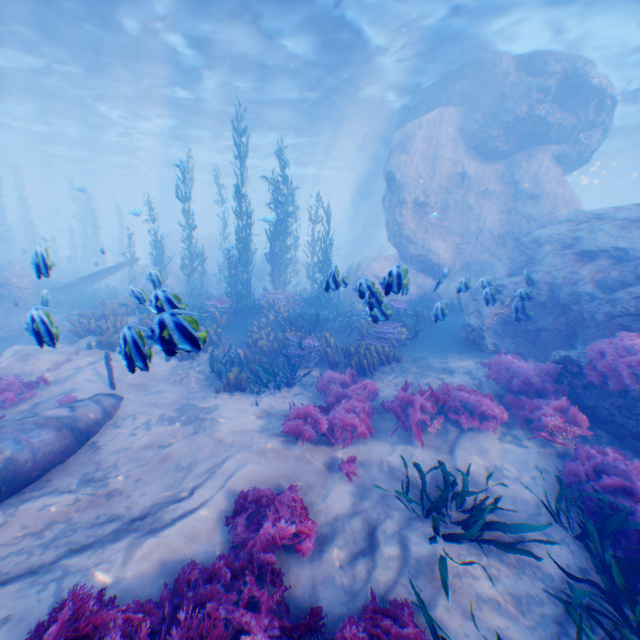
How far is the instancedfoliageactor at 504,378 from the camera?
5.8 meters

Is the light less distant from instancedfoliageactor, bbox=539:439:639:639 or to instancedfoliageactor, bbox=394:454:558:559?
instancedfoliageactor, bbox=539:439:639:639

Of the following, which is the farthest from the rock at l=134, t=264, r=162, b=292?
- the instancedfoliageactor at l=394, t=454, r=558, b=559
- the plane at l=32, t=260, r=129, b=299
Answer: the instancedfoliageactor at l=394, t=454, r=558, b=559

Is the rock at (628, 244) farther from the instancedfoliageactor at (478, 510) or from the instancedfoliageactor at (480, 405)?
the instancedfoliageactor at (478, 510)

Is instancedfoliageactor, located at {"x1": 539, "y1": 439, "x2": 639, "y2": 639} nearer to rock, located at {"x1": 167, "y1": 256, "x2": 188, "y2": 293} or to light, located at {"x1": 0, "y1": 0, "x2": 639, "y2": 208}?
rock, located at {"x1": 167, "y1": 256, "x2": 188, "y2": 293}

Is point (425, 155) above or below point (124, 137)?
below

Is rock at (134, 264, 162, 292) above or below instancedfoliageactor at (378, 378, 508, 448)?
above

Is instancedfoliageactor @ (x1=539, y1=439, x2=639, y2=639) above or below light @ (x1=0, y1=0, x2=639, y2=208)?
below
